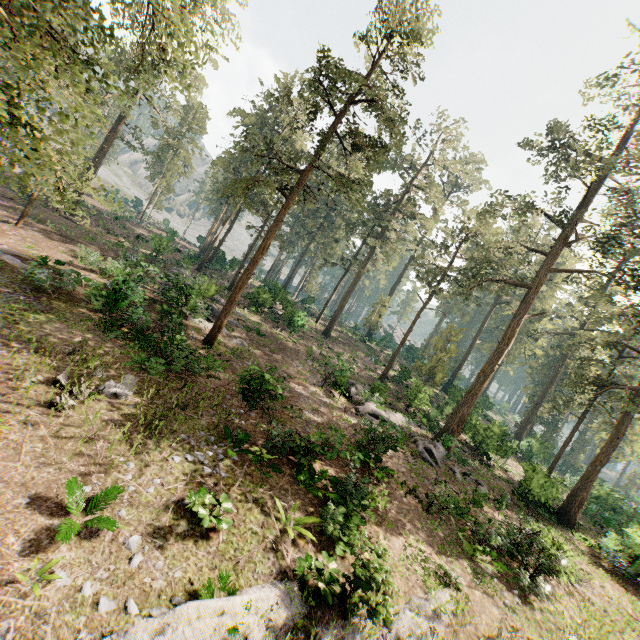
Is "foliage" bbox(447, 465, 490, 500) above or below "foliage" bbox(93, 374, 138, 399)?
above

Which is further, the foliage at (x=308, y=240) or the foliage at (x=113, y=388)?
the foliage at (x=308, y=240)

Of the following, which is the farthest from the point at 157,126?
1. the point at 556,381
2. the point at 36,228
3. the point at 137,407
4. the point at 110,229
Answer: the point at 556,381

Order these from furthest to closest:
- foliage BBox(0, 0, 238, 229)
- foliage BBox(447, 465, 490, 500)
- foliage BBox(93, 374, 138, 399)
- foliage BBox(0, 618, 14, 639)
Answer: foliage BBox(447, 465, 490, 500)
foliage BBox(93, 374, 138, 399)
foliage BBox(0, 0, 238, 229)
foliage BBox(0, 618, 14, 639)

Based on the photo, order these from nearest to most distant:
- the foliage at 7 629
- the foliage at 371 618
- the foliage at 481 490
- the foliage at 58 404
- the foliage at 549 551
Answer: the foliage at 7 629, the foliage at 371 618, the foliage at 58 404, the foliage at 549 551, the foliage at 481 490

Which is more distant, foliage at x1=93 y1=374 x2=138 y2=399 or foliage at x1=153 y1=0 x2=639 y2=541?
foliage at x1=153 y1=0 x2=639 y2=541
